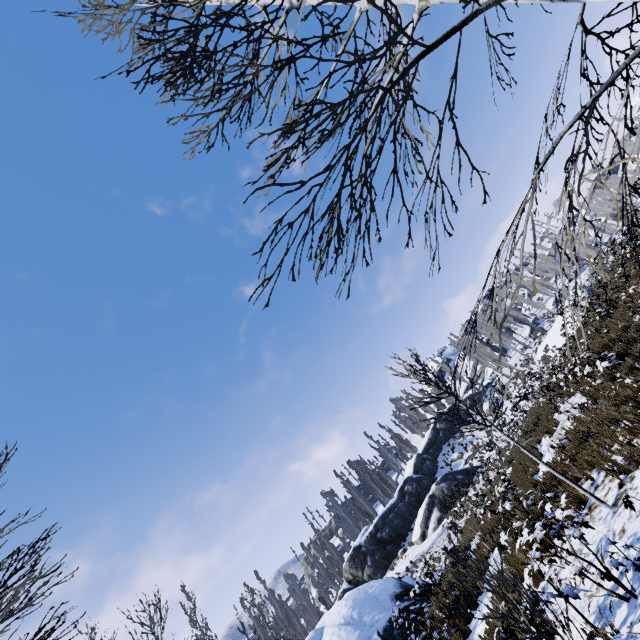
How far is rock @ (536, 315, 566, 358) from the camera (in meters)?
36.53

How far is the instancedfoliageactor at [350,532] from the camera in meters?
42.7 m

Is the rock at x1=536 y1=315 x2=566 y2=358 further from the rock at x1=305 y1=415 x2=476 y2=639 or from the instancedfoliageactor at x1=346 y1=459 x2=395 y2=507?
the rock at x1=305 y1=415 x2=476 y2=639

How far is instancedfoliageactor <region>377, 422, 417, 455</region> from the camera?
53.56m

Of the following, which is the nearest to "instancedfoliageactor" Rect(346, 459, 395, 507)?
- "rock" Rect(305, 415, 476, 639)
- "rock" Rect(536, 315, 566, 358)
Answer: "rock" Rect(536, 315, 566, 358)

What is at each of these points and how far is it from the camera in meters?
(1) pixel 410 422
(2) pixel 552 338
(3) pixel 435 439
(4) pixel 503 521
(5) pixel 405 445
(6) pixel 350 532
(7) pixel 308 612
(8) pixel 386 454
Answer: (1) instancedfoliageactor, 55.2
(2) rock, 39.6
(3) rock, 43.9
(4) instancedfoliageactor, 11.0
(5) instancedfoliageactor, 53.3
(6) instancedfoliageactor, 45.5
(7) instancedfoliageactor, 46.2
(8) instancedfoliageactor, 50.8

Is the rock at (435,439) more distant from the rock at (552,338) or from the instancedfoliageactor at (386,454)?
the rock at (552,338)
